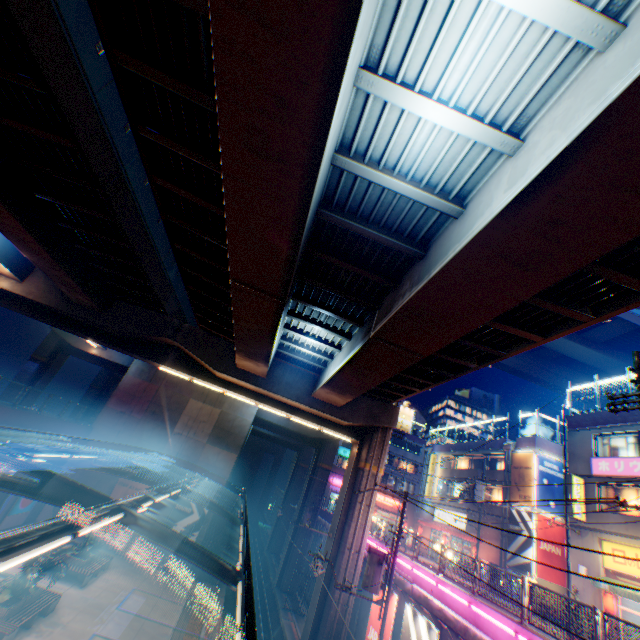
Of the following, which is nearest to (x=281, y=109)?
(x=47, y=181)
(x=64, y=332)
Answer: (x=47, y=181)

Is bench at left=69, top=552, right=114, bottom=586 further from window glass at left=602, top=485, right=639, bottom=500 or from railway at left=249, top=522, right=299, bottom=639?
window glass at left=602, top=485, right=639, bottom=500

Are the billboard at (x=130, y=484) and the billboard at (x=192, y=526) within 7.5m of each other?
yes

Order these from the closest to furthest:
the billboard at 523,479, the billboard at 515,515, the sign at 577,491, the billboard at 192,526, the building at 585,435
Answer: the building at 585,435, the sign at 577,491, the billboard at 192,526, the billboard at 515,515, the billboard at 523,479

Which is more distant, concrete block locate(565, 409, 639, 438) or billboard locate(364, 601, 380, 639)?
concrete block locate(565, 409, 639, 438)

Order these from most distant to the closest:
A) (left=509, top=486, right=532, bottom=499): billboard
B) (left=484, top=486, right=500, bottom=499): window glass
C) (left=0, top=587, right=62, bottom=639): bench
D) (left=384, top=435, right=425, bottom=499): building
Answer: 1. (left=384, top=435, right=425, bottom=499): building
2. (left=484, top=486, right=500, bottom=499): window glass
3. (left=509, top=486, right=532, bottom=499): billboard
4. (left=0, top=587, right=62, bottom=639): bench

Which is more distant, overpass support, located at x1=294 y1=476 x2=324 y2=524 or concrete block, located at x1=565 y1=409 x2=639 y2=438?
overpass support, located at x1=294 y1=476 x2=324 y2=524

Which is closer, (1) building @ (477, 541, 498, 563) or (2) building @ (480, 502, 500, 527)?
(1) building @ (477, 541, 498, 563)
